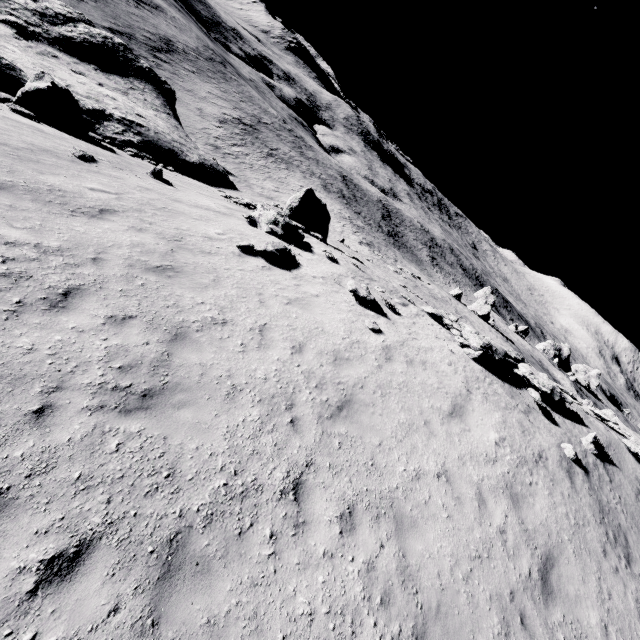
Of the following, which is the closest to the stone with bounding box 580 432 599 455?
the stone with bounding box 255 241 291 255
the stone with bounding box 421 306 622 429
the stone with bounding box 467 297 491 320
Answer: the stone with bounding box 421 306 622 429

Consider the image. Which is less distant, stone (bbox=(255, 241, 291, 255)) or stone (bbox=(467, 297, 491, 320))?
stone (bbox=(255, 241, 291, 255))

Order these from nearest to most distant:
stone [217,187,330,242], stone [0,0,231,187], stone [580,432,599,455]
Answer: stone [580,432,599,455] → stone [217,187,330,242] → stone [0,0,231,187]

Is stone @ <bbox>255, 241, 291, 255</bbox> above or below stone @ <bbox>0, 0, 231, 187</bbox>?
above

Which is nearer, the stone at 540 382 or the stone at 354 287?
the stone at 354 287

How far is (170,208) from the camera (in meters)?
11.72

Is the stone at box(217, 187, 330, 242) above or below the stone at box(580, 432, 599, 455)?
below

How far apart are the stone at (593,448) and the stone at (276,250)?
13.08m
